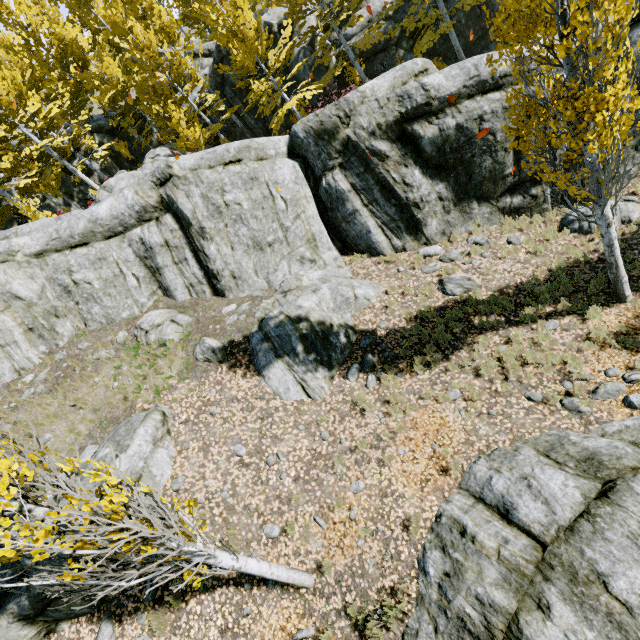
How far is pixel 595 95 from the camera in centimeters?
459cm

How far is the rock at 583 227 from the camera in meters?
10.0 m

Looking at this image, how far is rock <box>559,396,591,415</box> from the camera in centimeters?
682cm

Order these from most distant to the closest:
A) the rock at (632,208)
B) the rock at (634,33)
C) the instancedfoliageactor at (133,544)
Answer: the rock at (632,208)
the rock at (634,33)
the instancedfoliageactor at (133,544)

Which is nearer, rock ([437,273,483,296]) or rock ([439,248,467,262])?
rock ([437,273,483,296])

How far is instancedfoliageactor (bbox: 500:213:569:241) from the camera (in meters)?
10.38
